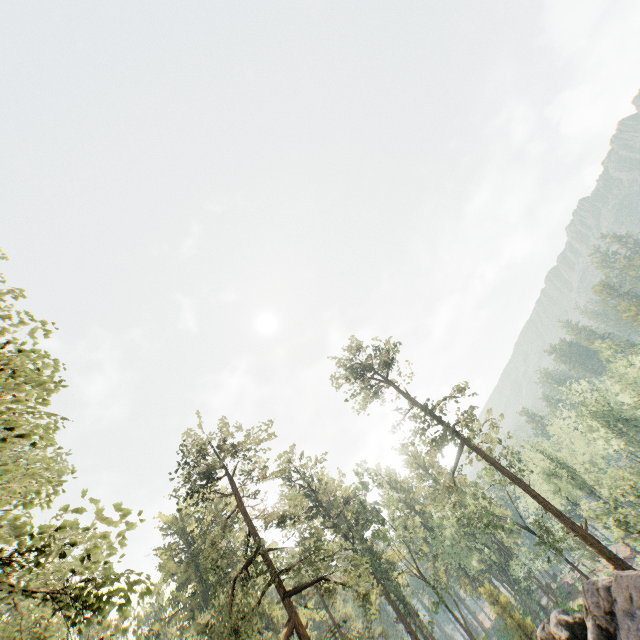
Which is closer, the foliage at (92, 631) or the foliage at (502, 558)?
the foliage at (92, 631)

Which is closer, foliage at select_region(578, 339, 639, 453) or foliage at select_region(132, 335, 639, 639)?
foliage at select_region(132, 335, 639, 639)

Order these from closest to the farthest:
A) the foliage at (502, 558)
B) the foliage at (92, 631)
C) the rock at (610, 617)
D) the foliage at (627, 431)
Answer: the foliage at (92, 631) < the rock at (610, 617) < the foliage at (502, 558) < the foliage at (627, 431)

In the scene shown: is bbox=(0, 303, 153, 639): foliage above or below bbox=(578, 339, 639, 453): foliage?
above

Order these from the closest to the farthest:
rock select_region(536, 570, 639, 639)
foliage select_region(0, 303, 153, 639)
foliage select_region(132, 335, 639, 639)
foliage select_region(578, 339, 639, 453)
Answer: foliage select_region(0, 303, 153, 639) → rock select_region(536, 570, 639, 639) → foliage select_region(132, 335, 639, 639) → foliage select_region(578, 339, 639, 453)

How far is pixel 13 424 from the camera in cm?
696
